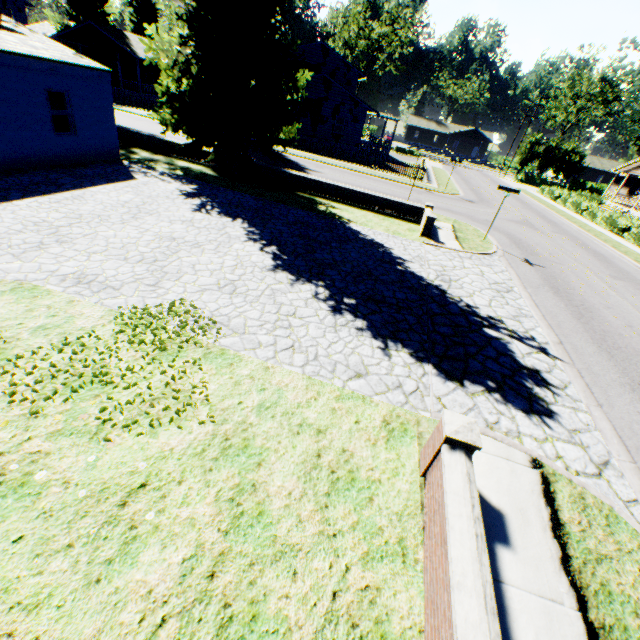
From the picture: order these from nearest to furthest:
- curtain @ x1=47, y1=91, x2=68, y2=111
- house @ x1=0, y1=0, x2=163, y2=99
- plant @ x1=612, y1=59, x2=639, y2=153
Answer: curtain @ x1=47, y1=91, x2=68, y2=111 < plant @ x1=612, y1=59, x2=639, y2=153 < house @ x1=0, y1=0, x2=163, y2=99

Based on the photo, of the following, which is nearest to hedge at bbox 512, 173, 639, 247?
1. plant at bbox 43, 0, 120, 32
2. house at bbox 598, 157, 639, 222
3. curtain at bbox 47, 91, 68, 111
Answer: house at bbox 598, 157, 639, 222

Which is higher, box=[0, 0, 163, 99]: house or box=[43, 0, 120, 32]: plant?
box=[43, 0, 120, 32]: plant

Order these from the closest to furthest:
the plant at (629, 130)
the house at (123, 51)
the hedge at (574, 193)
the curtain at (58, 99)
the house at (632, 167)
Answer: the curtain at (58, 99)
the plant at (629, 130)
the hedge at (574, 193)
the house at (123, 51)
the house at (632, 167)

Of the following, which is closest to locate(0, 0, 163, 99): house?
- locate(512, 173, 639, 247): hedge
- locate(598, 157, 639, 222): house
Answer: locate(512, 173, 639, 247): hedge

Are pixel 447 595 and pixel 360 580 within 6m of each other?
yes

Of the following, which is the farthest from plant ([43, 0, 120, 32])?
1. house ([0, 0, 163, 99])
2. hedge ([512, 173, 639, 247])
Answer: hedge ([512, 173, 639, 247])

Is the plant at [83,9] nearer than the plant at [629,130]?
No
